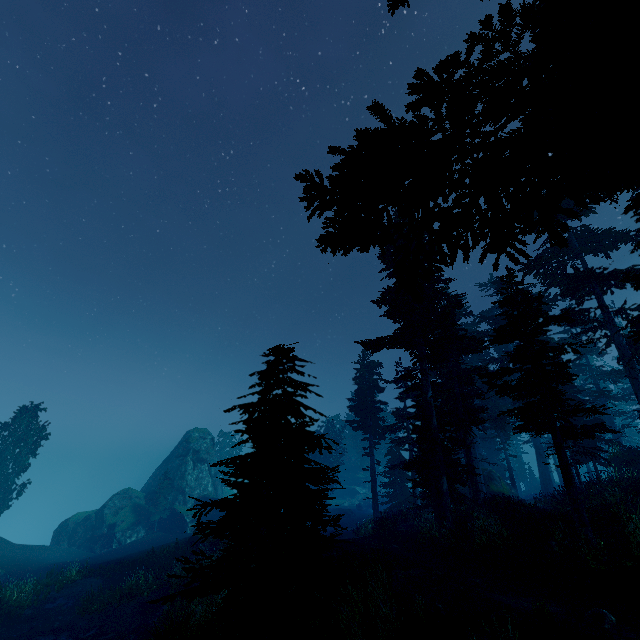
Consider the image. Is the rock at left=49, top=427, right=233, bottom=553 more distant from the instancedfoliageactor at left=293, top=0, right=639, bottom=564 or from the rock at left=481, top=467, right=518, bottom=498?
the rock at left=481, top=467, right=518, bottom=498

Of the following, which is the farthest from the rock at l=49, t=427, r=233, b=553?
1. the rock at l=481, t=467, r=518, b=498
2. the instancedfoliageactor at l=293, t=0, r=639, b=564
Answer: the rock at l=481, t=467, r=518, b=498

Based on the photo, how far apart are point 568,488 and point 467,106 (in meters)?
14.65

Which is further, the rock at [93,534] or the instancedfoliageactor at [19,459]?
the rock at [93,534]

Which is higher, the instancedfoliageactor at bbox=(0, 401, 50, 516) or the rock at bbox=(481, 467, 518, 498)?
the instancedfoliageactor at bbox=(0, 401, 50, 516)

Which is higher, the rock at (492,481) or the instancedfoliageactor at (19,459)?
the instancedfoliageactor at (19,459)

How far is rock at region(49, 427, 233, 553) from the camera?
37.6 meters
